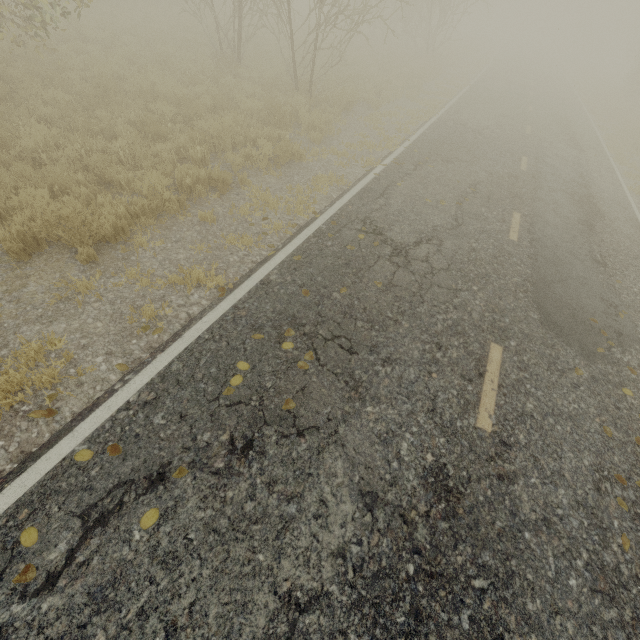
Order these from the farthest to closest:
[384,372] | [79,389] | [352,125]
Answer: [352,125] < [384,372] < [79,389]

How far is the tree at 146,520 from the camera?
2.64m

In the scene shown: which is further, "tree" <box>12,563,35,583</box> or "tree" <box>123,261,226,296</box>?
"tree" <box>123,261,226,296</box>

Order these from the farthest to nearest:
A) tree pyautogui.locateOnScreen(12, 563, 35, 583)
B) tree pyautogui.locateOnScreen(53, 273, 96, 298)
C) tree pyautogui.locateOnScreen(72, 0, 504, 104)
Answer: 1. tree pyautogui.locateOnScreen(72, 0, 504, 104)
2. tree pyautogui.locateOnScreen(53, 273, 96, 298)
3. tree pyautogui.locateOnScreen(12, 563, 35, 583)

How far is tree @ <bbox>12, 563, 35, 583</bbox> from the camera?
2.3m

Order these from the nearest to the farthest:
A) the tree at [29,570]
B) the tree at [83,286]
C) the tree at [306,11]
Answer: the tree at [29,570], the tree at [83,286], the tree at [306,11]
